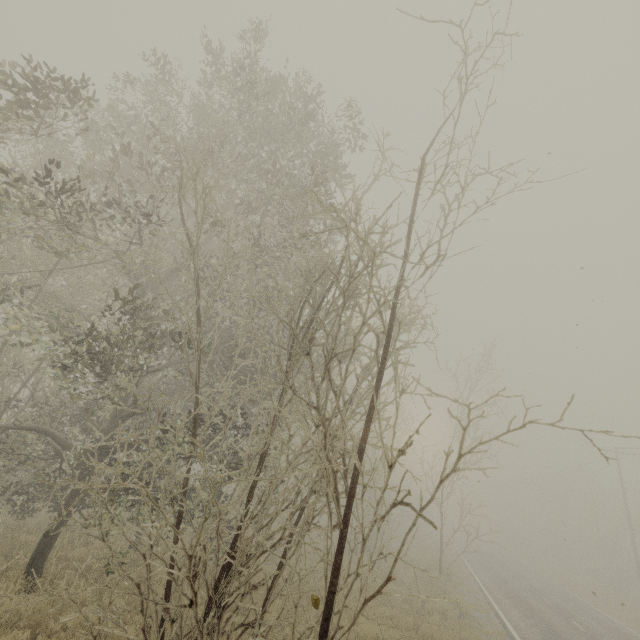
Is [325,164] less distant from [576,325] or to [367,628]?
[576,325]
